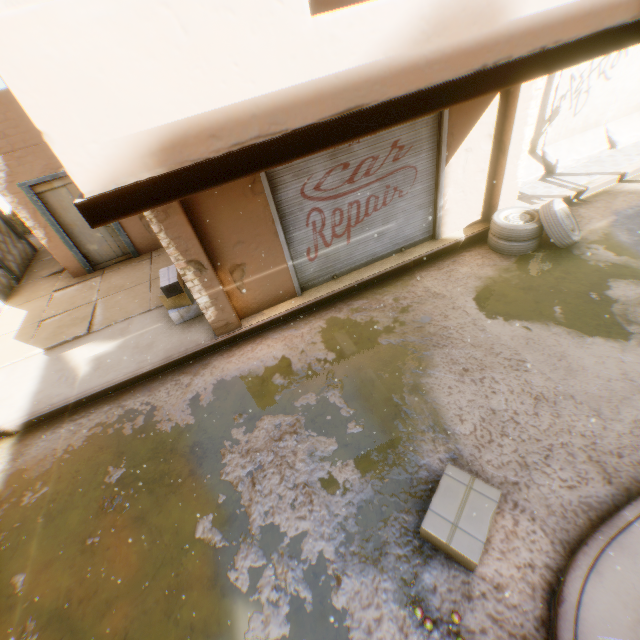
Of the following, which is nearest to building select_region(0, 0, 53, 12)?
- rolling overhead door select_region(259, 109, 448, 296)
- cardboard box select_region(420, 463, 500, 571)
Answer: rolling overhead door select_region(259, 109, 448, 296)

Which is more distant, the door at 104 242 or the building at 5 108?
the door at 104 242

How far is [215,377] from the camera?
5.6m

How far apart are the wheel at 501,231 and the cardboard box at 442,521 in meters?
4.7 m

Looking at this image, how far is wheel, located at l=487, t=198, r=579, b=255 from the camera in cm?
596

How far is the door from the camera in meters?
7.8 m

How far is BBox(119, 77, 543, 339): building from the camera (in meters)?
4.90

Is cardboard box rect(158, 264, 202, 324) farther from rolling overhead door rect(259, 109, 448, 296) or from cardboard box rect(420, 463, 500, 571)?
cardboard box rect(420, 463, 500, 571)
